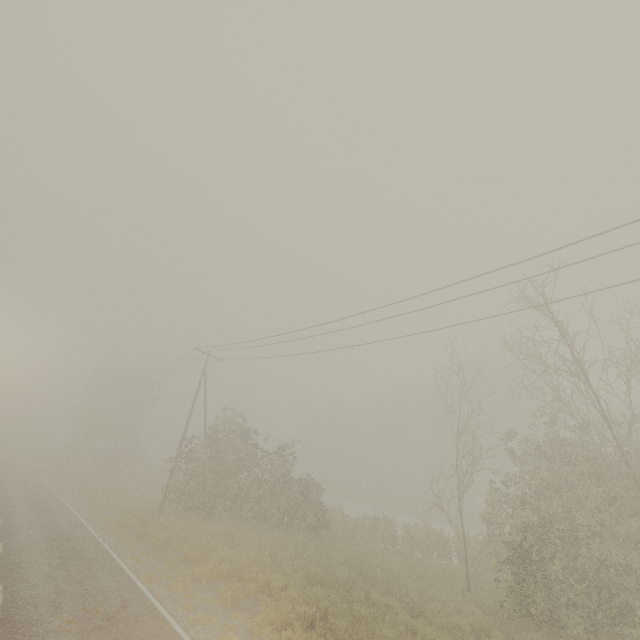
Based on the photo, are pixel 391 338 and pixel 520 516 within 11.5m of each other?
yes
